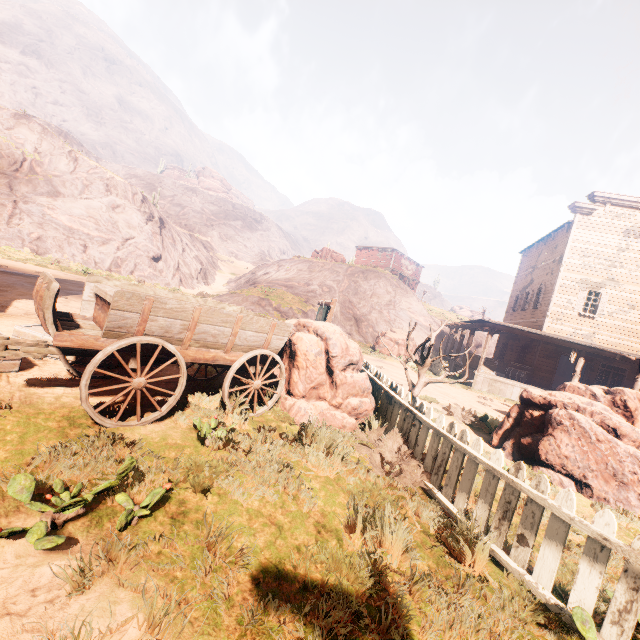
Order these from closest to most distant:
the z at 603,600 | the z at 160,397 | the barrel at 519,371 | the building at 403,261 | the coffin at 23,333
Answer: the z at 603,600 → the z at 160,397 → the coffin at 23,333 → the barrel at 519,371 → the building at 403,261

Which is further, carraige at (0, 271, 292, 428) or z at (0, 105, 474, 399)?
z at (0, 105, 474, 399)

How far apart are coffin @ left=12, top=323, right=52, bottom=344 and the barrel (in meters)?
19.77

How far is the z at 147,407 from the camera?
4.4m

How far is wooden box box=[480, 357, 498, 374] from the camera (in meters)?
18.25

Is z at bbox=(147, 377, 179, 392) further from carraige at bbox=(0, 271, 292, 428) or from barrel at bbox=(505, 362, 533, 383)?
barrel at bbox=(505, 362, 533, 383)

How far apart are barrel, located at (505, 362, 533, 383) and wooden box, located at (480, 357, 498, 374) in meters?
1.2 m

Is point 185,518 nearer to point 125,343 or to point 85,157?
point 125,343
